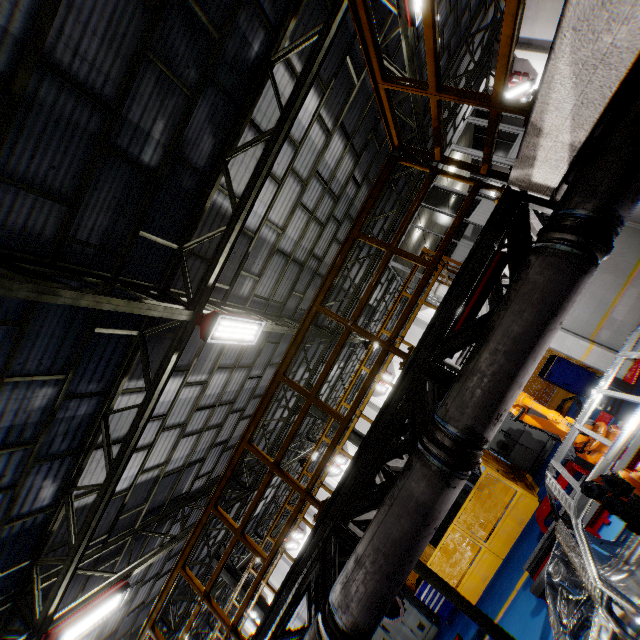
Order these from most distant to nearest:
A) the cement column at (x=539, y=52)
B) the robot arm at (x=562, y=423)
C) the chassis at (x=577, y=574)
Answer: the cement column at (x=539, y=52) → the robot arm at (x=562, y=423) → the chassis at (x=577, y=574)

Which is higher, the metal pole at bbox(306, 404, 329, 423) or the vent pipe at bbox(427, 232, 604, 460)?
the metal pole at bbox(306, 404, 329, 423)

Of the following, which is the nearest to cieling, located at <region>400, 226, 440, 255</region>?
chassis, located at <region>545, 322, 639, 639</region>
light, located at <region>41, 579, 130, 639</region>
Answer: chassis, located at <region>545, 322, 639, 639</region>

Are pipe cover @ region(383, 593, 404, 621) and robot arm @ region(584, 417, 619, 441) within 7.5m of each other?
yes

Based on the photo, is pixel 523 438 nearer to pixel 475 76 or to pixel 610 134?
pixel 610 134

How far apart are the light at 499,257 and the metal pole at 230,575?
14.0m

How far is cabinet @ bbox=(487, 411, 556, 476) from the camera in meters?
10.1 m

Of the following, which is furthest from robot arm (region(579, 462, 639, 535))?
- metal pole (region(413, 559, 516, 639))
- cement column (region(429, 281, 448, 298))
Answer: cement column (region(429, 281, 448, 298))
